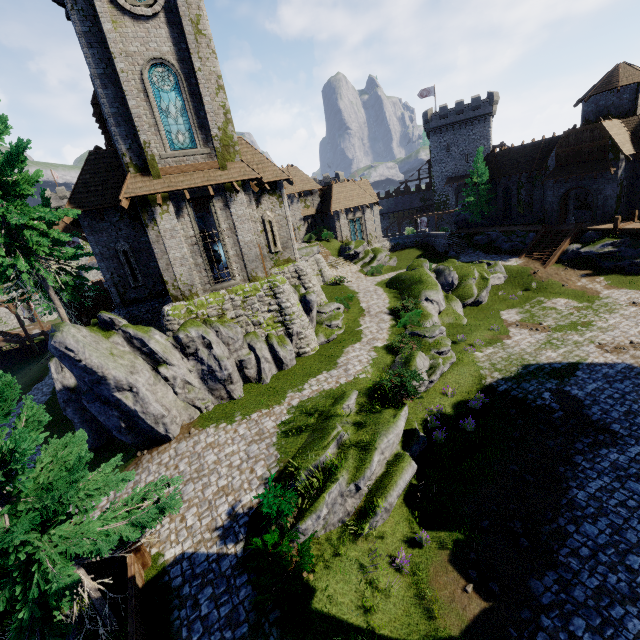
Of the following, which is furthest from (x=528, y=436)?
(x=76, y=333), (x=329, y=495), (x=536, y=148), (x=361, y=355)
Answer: (x=536, y=148)

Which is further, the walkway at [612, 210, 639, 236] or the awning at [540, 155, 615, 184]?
the awning at [540, 155, 615, 184]

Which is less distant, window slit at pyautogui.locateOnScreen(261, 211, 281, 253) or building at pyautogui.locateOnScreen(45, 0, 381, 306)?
building at pyautogui.locateOnScreen(45, 0, 381, 306)

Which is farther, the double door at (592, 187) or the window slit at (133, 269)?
the double door at (592, 187)

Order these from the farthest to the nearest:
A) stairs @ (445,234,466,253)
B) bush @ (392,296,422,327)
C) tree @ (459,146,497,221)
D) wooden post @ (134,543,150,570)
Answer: tree @ (459,146,497,221) → stairs @ (445,234,466,253) → bush @ (392,296,422,327) → wooden post @ (134,543,150,570)

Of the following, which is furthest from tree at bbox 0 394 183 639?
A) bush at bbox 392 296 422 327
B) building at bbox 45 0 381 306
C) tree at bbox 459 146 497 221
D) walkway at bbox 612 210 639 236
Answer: tree at bbox 459 146 497 221

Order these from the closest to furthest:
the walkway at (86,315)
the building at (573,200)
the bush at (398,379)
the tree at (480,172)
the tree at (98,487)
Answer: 1. the tree at (98,487)
2. the bush at (398,379)
3. the walkway at (86,315)
4. the building at (573,200)
5. the tree at (480,172)

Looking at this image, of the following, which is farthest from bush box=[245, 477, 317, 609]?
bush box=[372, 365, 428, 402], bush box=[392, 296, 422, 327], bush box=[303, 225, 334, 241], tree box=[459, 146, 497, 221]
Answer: tree box=[459, 146, 497, 221]
